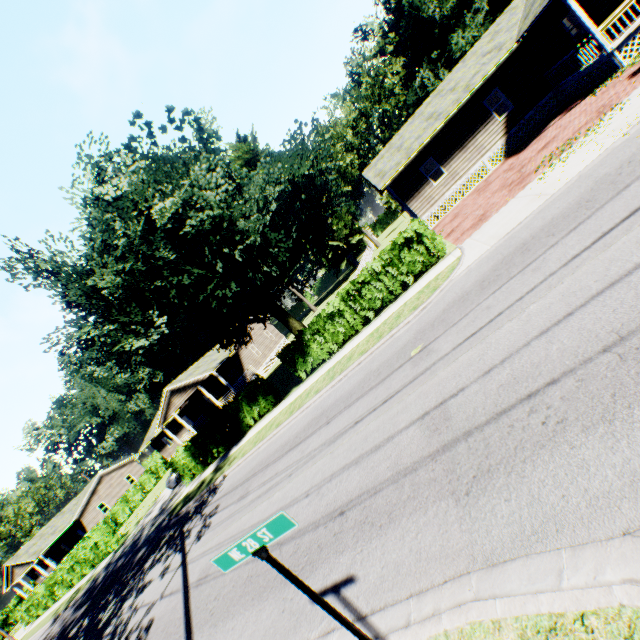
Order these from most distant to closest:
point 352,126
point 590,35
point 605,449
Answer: point 352,126 < point 590,35 < point 605,449

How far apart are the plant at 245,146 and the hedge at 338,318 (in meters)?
36.26

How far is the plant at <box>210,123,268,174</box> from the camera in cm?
4397

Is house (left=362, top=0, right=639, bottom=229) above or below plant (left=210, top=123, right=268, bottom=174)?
below

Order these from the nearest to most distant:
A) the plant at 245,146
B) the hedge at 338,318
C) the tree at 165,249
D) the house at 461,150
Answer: the tree at 165,249, the hedge at 338,318, the house at 461,150, the plant at 245,146

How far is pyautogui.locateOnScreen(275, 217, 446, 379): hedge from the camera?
14.1m

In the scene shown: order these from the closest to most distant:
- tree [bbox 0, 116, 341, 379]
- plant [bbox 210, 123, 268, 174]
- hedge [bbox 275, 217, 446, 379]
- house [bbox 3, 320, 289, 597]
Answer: Result: tree [bbox 0, 116, 341, 379] < hedge [bbox 275, 217, 446, 379] < house [bbox 3, 320, 289, 597] < plant [bbox 210, 123, 268, 174]

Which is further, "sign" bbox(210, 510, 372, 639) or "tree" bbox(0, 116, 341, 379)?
"tree" bbox(0, 116, 341, 379)
